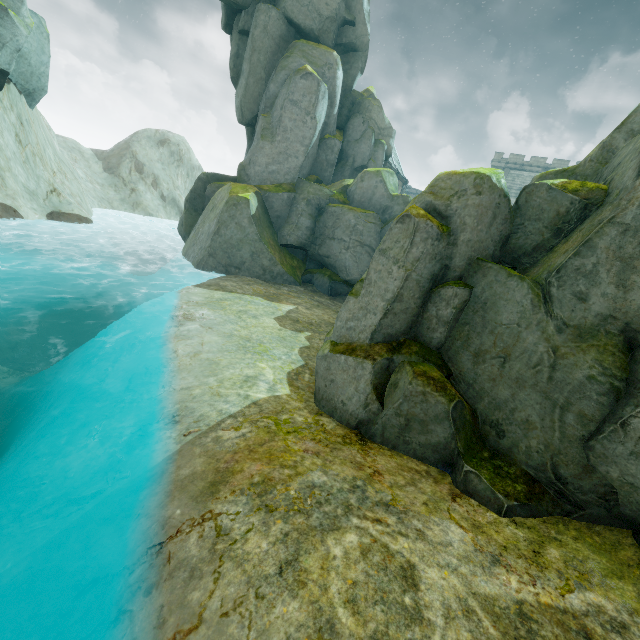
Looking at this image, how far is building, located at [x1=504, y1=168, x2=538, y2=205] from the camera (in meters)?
48.02

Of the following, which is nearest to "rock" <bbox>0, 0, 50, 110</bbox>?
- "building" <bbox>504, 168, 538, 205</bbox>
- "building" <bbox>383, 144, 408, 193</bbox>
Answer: "building" <bbox>383, 144, 408, 193</bbox>

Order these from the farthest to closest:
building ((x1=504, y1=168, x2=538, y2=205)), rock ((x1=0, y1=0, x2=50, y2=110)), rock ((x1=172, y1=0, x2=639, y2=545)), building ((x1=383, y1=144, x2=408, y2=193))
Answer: building ((x1=504, y1=168, x2=538, y2=205)), building ((x1=383, y1=144, x2=408, y2=193)), rock ((x1=0, y1=0, x2=50, y2=110)), rock ((x1=172, y1=0, x2=639, y2=545))

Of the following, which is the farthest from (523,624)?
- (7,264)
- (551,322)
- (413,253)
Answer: (7,264)

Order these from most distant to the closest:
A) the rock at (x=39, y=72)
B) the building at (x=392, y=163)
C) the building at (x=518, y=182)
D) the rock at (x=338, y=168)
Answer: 1. the building at (x=518, y=182)
2. the building at (x=392, y=163)
3. the rock at (x=39, y=72)
4. the rock at (x=338, y=168)

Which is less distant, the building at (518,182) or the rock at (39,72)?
the rock at (39,72)

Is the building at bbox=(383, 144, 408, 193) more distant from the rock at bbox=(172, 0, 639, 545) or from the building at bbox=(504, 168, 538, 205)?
the building at bbox=(504, 168, 538, 205)
